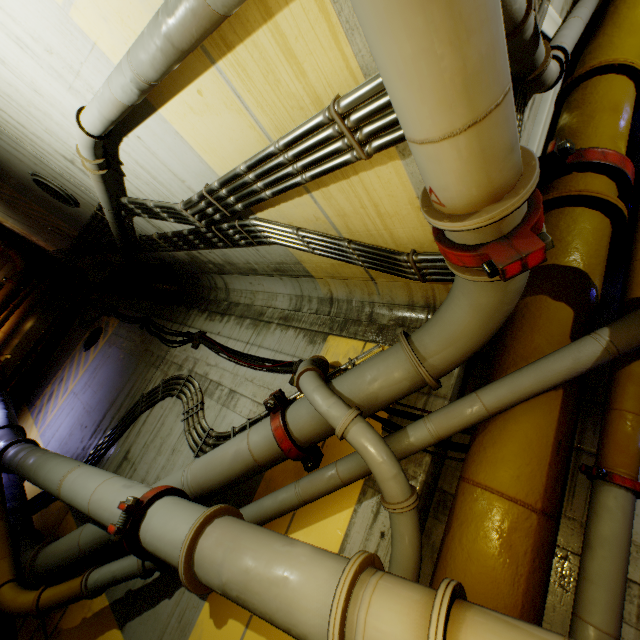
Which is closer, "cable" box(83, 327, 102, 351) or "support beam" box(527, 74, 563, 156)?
"support beam" box(527, 74, 563, 156)

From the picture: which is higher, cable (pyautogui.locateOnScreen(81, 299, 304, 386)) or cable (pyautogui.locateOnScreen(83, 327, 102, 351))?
cable (pyautogui.locateOnScreen(81, 299, 304, 386))

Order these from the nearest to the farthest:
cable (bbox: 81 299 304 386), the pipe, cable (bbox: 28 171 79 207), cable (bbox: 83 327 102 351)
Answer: the pipe, cable (bbox: 81 299 304 386), cable (bbox: 28 171 79 207), cable (bbox: 83 327 102 351)

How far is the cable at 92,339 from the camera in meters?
9.9

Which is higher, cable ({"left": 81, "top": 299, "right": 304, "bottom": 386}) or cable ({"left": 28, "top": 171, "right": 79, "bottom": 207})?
cable ({"left": 28, "top": 171, "right": 79, "bottom": 207})

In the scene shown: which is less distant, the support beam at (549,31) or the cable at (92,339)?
the support beam at (549,31)

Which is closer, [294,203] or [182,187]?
[294,203]

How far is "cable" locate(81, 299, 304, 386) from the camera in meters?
4.7
